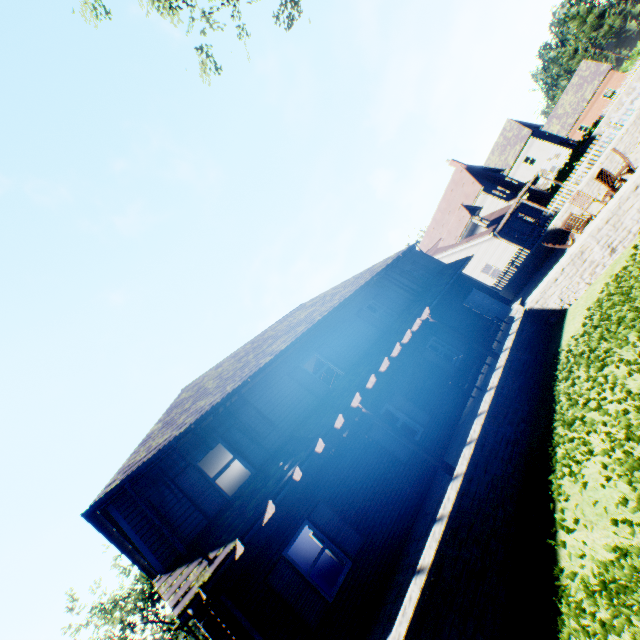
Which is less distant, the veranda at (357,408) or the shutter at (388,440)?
the veranda at (357,408)

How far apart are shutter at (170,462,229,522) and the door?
15.20m

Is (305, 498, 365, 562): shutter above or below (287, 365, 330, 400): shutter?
below

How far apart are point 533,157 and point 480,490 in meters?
53.1

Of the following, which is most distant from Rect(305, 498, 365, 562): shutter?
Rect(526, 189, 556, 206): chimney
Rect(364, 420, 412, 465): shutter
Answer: Rect(526, 189, 556, 206): chimney

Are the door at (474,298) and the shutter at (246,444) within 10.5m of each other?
no

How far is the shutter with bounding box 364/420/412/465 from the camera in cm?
1077

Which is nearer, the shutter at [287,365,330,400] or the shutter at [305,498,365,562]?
the shutter at [305,498,365,562]
